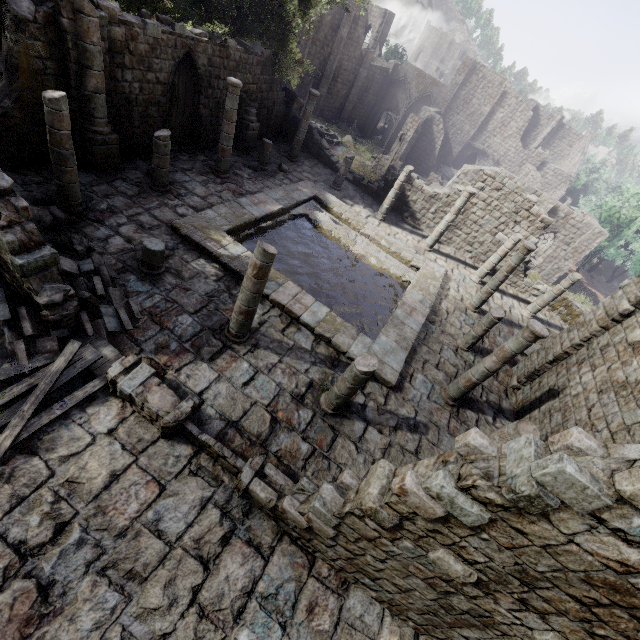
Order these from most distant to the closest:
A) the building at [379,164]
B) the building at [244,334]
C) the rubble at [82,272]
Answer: the building at [379,164], the rubble at [82,272], the building at [244,334]

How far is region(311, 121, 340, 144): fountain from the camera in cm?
3359

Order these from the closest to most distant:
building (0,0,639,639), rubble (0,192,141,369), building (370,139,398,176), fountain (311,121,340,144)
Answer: building (0,0,639,639)
rubble (0,192,141,369)
building (370,139,398,176)
fountain (311,121,340,144)

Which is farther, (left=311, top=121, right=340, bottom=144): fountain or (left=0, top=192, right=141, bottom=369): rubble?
(left=311, top=121, right=340, bottom=144): fountain

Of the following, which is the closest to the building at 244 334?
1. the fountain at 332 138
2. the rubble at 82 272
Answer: the rubble at 82 272

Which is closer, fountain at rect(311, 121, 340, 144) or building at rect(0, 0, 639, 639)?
building at rect(0, 0, 639, 639)

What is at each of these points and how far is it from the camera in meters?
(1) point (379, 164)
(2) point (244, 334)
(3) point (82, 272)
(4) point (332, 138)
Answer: (1) building, 31.5
(2) building, 9.3
(3) rubble, 8.4
(4) fountain, 34.6

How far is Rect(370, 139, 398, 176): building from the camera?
31.0 meters
